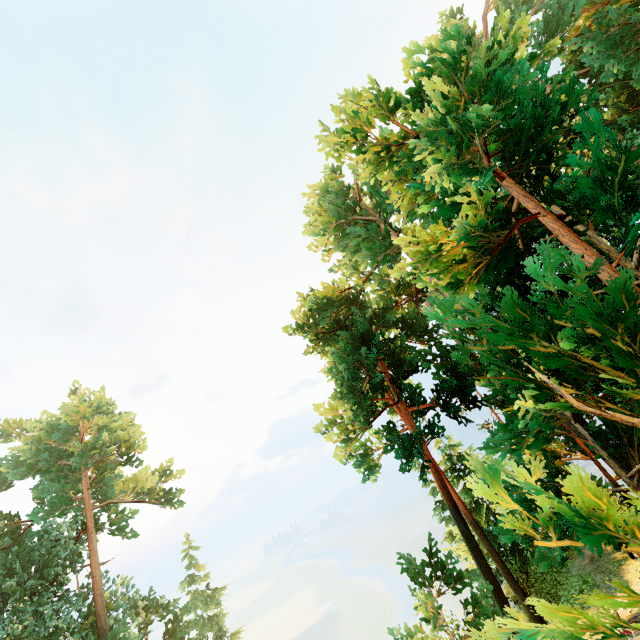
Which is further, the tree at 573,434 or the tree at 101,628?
the tree at 101,628

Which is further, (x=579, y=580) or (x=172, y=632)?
(x=172, y=632)

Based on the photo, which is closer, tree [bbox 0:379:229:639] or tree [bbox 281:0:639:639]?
tree [bbox 281:0:639:639]
